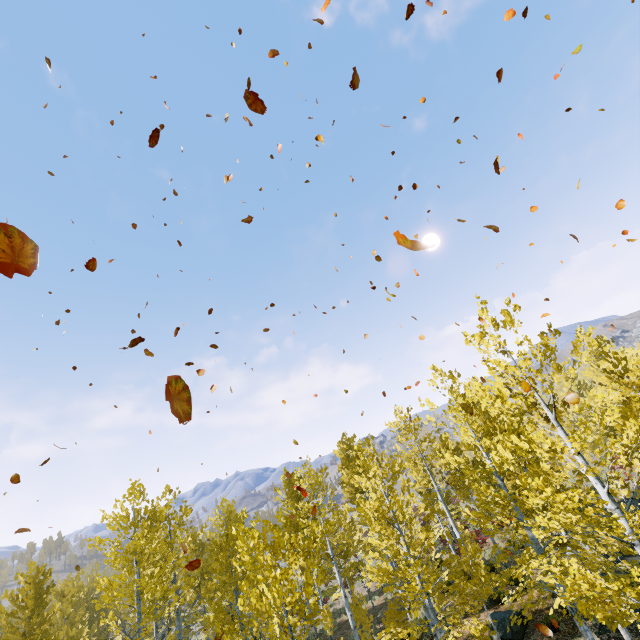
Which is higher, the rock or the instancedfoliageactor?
the instancedfoliageactor

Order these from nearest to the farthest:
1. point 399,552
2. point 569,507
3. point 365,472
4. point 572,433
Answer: point 569,507 < point 572,433 < point 365,472 < point 399,552

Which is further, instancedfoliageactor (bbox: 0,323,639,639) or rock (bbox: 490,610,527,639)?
rock (bbox: 490,610,527,639)

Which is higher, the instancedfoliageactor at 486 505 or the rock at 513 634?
the instancedfoliageactor at 486 505

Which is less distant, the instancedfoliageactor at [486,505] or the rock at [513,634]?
the instancedfoliageactor at [486,505]
